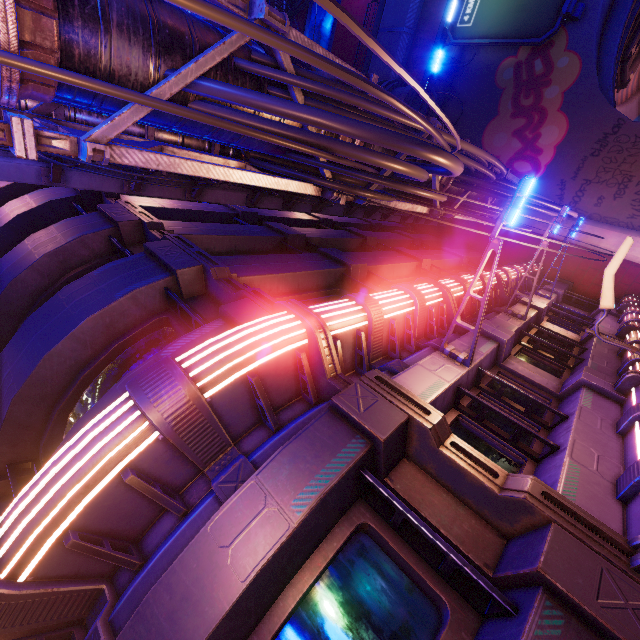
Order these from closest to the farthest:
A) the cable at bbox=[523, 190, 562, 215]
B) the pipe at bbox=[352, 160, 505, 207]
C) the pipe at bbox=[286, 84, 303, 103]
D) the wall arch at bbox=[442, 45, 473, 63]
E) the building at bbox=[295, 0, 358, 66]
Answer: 1. the pipe at bbox=[286, 84, 303, 103]
2. the pipe at bbox=[352, 160, 505, 207]
3. the cable at bbox=[523, 190, 562, 215]
4. the wall arch at bbox=[442, 45, 473, 63]
5. the building at bbox=[295, 0, 358, 66]

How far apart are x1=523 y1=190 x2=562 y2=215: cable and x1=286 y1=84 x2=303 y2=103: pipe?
0.0m

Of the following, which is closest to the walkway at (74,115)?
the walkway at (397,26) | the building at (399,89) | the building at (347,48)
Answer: the building at (399,89)

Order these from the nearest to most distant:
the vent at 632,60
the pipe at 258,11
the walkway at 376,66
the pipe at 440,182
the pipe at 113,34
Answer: the pipe at 113,34 → the pipe at 258,11 → the pipe at 440,182 → the vent at 632,60 → the walkway at 376,66

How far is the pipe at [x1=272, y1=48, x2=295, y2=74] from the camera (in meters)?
4.30

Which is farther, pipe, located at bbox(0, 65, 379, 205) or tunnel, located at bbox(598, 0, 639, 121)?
tunnel, located at bbox(598, 0, 639, 121)

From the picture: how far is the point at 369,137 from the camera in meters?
3.9
